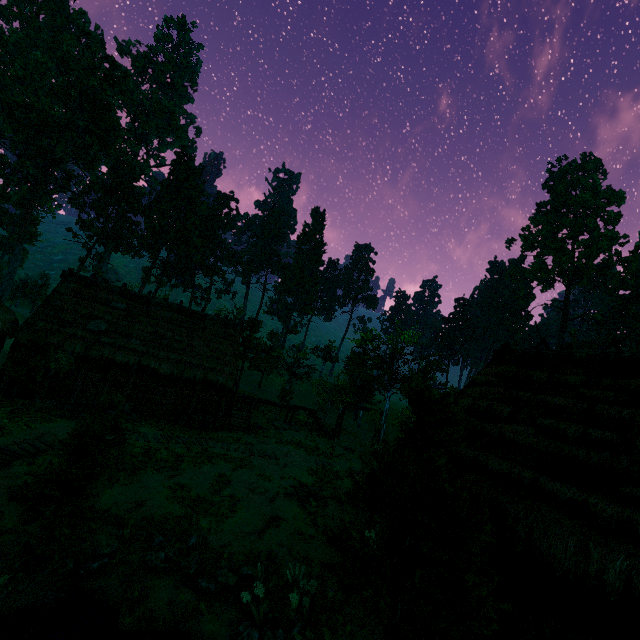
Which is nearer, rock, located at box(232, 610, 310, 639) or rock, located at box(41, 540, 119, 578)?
rock, located at box(232, 610, 310, 639)

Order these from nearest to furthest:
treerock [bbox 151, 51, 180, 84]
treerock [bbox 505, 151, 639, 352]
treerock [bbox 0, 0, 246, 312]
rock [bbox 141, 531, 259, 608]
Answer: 1. rock [bbox 141, 531, 259, 608]
2. treerock [bbox 0, 0, 246, 312]
3. treerock [bbox 505, 151, 639, 352]
4. treerock [bbox 151, 51, 180, 84]

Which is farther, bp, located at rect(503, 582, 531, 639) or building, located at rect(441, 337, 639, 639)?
bp, located at rect(503, 582, 531, 639)

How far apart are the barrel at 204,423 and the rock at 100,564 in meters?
10.7 m

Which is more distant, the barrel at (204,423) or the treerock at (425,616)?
the barrel at (204,423)

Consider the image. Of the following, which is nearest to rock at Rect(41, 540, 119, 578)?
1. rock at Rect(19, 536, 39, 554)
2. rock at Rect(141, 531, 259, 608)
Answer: rock at Rect(19, 536, 39, 554)

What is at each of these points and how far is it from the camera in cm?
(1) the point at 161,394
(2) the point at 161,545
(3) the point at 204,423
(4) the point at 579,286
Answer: (1) bp, 2070
(2) rock, 909
(3) barrel, 2083
(4) treerock, 5056

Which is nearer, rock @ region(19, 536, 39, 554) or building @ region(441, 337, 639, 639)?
building @ region(441, 337, 639, 639)
